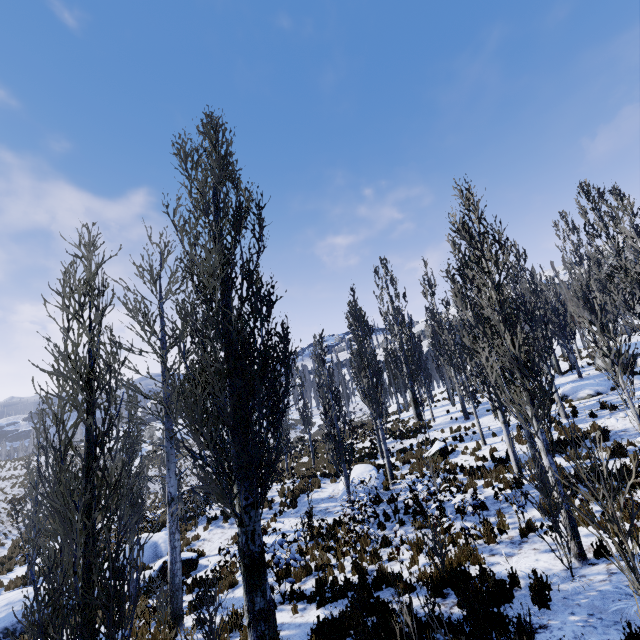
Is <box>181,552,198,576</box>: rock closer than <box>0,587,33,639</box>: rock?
No

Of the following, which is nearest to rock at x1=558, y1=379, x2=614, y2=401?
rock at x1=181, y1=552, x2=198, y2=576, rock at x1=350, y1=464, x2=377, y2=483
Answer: Answer: rock at x1=350, y1=464, x2=377, y2=483

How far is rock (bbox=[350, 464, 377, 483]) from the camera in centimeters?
1682cm

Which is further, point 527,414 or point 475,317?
point 475,317

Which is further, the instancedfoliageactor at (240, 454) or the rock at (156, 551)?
the rock at (156, 551)

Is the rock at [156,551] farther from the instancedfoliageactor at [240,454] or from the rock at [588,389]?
the rock at [588,389]

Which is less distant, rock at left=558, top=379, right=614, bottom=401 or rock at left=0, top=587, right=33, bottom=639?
rock at left=0, top=587, right=33, bottom=639

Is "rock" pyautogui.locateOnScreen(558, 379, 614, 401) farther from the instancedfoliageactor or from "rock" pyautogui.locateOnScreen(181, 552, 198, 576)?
"rock" pyautogui.locateOnScreen(181, 552, 198, 576)
